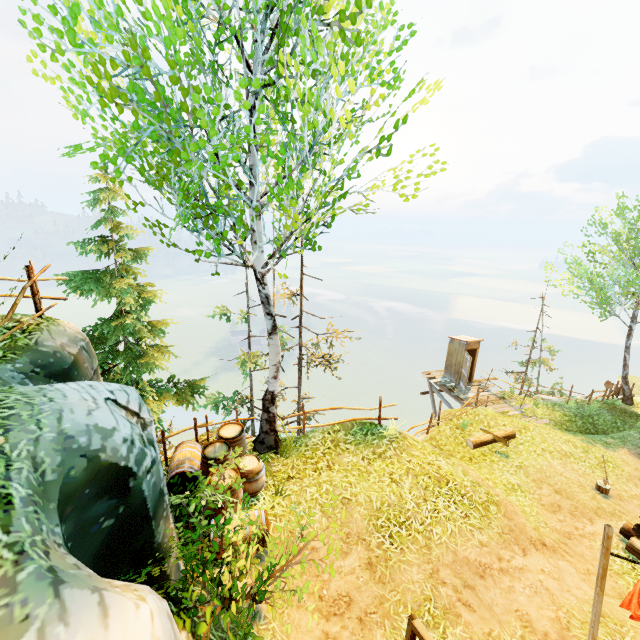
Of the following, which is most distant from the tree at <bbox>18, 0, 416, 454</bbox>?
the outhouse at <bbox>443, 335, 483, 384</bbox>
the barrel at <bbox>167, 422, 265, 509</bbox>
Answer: the outhouse at <bbox>443, 335, 483, 384</bbox>

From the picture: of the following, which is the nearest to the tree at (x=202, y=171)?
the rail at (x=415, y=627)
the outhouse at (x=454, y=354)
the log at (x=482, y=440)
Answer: the rail at (x=415, y=627)

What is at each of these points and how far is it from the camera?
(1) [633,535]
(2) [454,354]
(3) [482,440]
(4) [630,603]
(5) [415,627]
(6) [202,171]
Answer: (1) log, 8.0 meters
(2) outhouse, 18.7 meters
(3) log, 12.2 meters
(4) linen, 4.9 meters
(5) rail, 4.1 meters
(6) tree, 4.9 meters

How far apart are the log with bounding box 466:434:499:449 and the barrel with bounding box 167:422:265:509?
8.4m

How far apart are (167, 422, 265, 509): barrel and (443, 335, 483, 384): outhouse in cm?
1394

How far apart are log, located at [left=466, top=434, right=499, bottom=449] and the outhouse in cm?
568

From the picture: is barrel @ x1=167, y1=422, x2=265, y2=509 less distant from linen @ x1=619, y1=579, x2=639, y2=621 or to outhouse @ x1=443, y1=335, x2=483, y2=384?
linen @ x1=619, y1=579, x2=639, y2=621

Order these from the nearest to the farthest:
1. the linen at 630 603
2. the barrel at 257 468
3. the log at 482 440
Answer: the linen at 630 603 < the barrel at 257 468 < the log at 482 440
